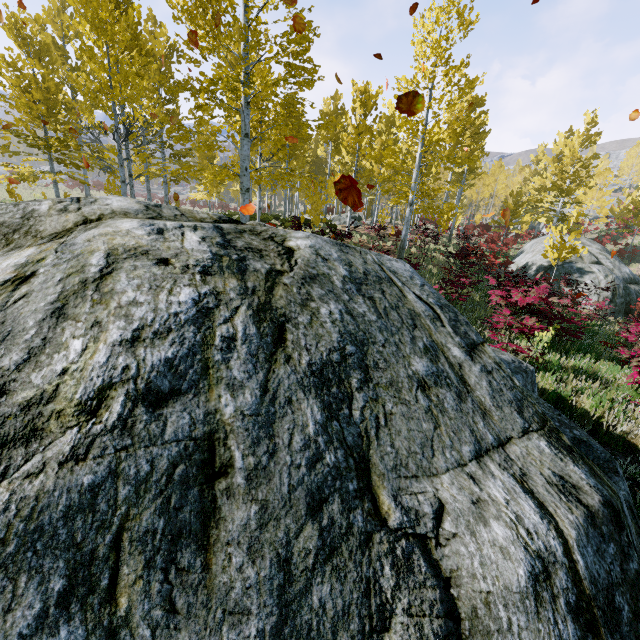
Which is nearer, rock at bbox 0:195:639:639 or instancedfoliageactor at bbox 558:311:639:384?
rock at bbox 0:195:639:639

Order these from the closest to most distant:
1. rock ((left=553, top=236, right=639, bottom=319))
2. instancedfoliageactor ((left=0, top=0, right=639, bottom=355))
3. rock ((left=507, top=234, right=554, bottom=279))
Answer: instancedfoliageactor ((left=0, top=0, right=639, bottom=355)) < rock ((left=553, top=236, right=639, bottom=319)) < rock ((left=507, top=234, right=554, bottom=279))

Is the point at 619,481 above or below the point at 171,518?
below

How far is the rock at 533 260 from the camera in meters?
18.8 m

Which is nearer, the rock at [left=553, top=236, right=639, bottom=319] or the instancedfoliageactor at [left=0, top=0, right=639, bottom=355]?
the instancedfoliageactor at [left=0, top=0, right=639, bottom=355]

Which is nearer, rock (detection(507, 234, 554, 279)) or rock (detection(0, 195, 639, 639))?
rock (detection(0, 195, 639, 639))

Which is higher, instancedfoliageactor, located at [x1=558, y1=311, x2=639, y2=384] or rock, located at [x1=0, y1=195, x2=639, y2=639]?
rock, located at [x1=0, y1=195, x2=639, y2=639]

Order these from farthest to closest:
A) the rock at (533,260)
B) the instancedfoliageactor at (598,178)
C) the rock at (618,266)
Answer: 1. the rock at (533,260)
2. the rock at (618,266)
3. the instancedfoliageactor at (598,178)
